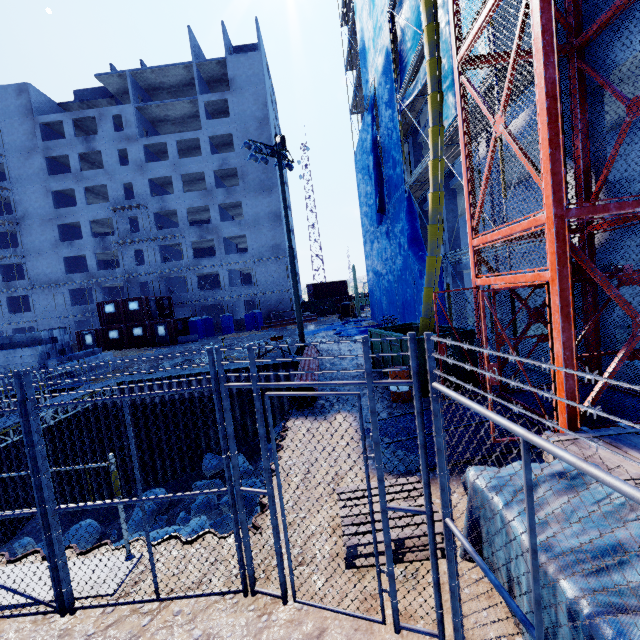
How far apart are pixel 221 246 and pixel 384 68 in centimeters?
2773cm

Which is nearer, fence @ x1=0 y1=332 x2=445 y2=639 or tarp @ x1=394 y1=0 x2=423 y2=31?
fence @ x1=0 y1=332 x2=445 y2=639

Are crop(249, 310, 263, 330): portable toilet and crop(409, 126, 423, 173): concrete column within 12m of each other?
no

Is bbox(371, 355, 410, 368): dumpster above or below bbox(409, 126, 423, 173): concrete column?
below

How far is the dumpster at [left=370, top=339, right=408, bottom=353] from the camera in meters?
9.5

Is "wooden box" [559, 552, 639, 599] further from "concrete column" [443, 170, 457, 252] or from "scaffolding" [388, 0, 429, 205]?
"concrete column" [443, 170, 457, 252]

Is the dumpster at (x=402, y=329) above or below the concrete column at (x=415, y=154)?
below

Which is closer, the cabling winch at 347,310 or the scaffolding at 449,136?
the scaffolding at 449,136
